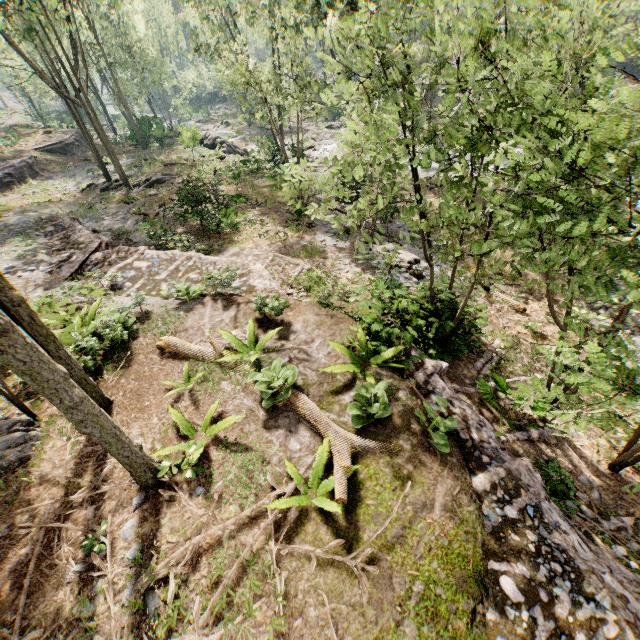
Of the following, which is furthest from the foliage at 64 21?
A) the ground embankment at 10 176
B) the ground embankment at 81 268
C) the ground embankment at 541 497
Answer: the ground embankment at 10 176

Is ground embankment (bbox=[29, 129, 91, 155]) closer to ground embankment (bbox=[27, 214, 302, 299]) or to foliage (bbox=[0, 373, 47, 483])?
foliage (bbox=[0, 373, 47, 483])

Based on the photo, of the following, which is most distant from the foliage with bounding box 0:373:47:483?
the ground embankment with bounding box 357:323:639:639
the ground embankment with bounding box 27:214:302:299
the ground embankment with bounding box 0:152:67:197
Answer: the ground embankment with bounding box 0:152:67:197

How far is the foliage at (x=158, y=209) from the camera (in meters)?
20.27

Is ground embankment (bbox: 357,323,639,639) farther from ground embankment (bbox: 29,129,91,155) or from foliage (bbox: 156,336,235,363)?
ground embankment (bbox: 29,129,91,155)

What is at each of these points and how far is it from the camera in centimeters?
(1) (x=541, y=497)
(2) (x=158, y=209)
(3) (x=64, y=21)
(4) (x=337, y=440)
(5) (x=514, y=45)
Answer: (1) ground embankment, 578cm
(2) foliage, 2222cm
(3) foliage, 2358cm
(4) foliage, 630cm
(5) foliage, 467cm

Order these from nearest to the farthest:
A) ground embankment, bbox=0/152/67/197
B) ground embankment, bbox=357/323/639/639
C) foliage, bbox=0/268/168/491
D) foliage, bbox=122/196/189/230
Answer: foliage, bbox=0/268/168/491, ground embankment, bbox=357/323/639/639, foliage, bbox=122/196/189/230, ground embankment, bbox=0/152/67/197

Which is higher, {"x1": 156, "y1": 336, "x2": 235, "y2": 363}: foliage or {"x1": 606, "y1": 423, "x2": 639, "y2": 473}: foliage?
{"x1": 156, "y1": 336, "x2": 235, "y2": 363}: foliage
